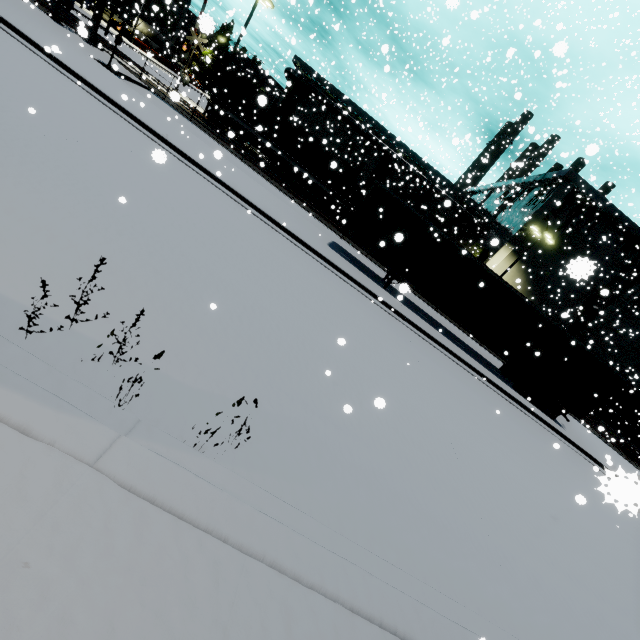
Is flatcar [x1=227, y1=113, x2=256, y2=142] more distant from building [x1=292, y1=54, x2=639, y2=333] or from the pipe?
building [x1=292, y1=54, x2=639, y2=333]

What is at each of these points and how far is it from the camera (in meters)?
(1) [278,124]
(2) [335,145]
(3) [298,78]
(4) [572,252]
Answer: (1) cargo container, 24.95
(2) building, 40.78
(3) pipe, 37.50
(4) building, 32.00

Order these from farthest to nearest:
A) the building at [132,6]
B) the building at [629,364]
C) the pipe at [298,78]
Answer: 1. the pipe at [298,78]
2. the building at [629,364]
3. the building at [132,6]

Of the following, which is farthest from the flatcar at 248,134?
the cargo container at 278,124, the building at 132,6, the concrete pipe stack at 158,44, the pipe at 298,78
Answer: the concrete pipe stack at 158,44

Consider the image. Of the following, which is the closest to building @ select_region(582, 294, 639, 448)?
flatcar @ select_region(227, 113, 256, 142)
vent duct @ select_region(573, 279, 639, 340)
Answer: vent duct @ select_region(573, 279, 639, 340)

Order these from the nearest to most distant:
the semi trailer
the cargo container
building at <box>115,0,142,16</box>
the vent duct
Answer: the semi trailer < the cargo container < building at <box>115,0,142,16</box> < the vent duct

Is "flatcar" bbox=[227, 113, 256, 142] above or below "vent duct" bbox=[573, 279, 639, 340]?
below
